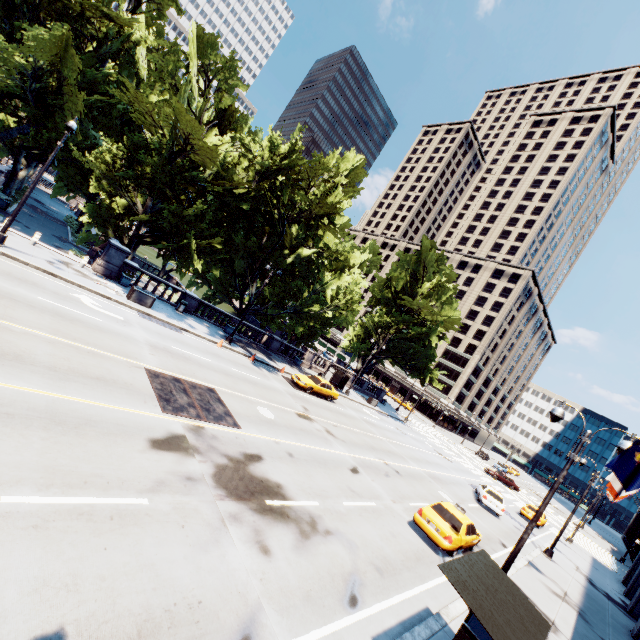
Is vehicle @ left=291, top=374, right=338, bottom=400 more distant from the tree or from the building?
the building

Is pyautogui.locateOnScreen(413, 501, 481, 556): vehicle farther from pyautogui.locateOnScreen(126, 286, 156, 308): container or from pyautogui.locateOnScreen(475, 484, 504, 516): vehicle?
pyautogui.locateOnScreen(126, 286, 156, 308): container

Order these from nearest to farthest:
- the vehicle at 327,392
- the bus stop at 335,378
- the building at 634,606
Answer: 1. the building at 634,606
2. the vehicle at 327,392
3. the bus stop at 335,378

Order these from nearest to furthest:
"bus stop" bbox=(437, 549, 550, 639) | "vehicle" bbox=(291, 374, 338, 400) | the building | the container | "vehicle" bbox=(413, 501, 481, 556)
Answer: "bus stop" bbox=(437, 549, 550, 639)
"vehicle" bbox=(413, 501, 481, 556)
the building
the container
"vehicle" bbox=(291, 374, 338, 400)

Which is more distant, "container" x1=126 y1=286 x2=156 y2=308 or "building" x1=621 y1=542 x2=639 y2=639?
"container" x1=126 y1=286 x2=156 y2=308

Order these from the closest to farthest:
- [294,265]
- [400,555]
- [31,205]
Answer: [400,555], [294,265], [31,205]

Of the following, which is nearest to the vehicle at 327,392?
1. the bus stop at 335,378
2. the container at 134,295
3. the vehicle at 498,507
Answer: the bus stop at 335,378

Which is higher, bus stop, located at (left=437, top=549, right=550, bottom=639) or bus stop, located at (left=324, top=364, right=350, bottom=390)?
bus stop, located at (left=437, top=549, right=550, bottom=639)
